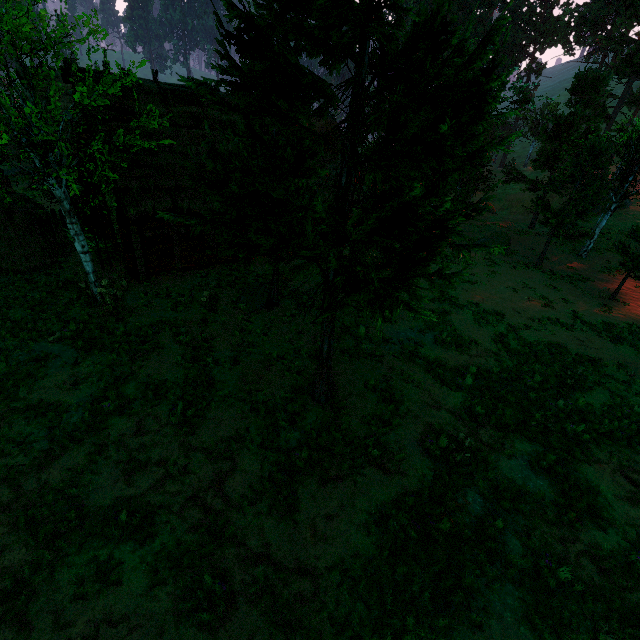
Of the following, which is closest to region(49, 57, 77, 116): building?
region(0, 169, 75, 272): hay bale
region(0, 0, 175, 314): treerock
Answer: region(0, 0, 175, 314): treerock

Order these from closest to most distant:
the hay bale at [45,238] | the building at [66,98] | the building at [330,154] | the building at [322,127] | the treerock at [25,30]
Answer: the treerock at [25,30] → the building at [66,98] → the hay bale at [45,238] → the building at [330,154] → the building at [322,127]

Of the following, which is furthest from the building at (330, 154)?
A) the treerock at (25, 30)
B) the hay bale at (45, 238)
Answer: the hay bale at (45, 238)

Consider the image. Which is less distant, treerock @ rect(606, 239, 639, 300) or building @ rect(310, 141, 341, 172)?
treerock @ rect(606, 239, 639, 300)

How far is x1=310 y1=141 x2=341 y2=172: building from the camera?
19.8 meters

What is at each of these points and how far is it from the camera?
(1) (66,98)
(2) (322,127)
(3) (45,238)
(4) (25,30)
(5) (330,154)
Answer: (1) building, 27.9m
(2) building, 43.9m
(3) hay bale, 14.9m
(4) treerock, 7.5m
(5) building, 24.6m
